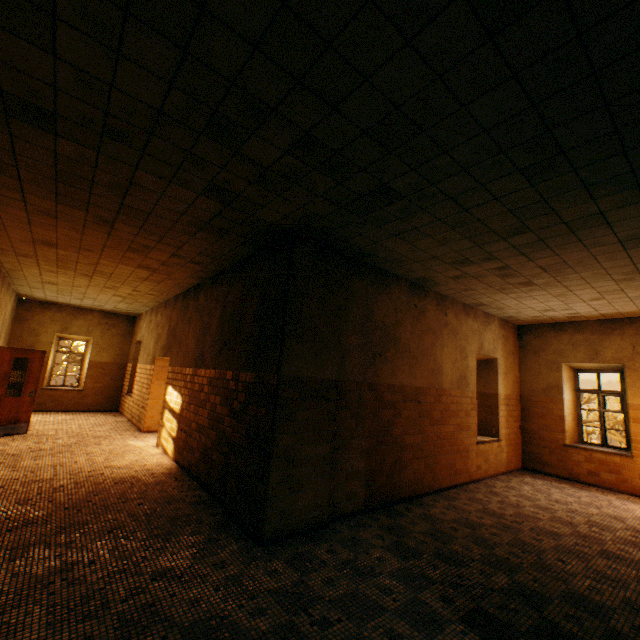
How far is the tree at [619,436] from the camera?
26.9 meters

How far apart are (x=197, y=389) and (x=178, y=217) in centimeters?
356cm

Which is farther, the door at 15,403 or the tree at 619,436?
the tree at 619,436

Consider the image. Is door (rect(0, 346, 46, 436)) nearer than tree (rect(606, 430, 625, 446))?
Yes

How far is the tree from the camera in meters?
26.9

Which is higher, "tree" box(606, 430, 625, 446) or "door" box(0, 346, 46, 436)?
"door" box(0, 346, 46, 436)
